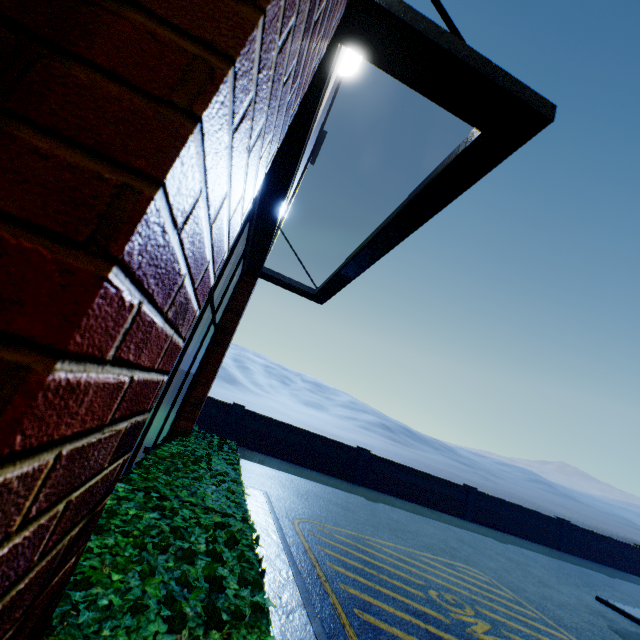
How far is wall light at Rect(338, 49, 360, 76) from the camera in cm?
385

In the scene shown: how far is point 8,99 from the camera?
0.36m

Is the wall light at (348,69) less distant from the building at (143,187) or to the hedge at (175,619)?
the building at (143,187)

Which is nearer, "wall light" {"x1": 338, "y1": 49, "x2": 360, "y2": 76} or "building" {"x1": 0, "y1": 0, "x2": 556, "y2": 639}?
"building" {"x1": 0, "y1": 0, "x2": 556, "y2": 639}

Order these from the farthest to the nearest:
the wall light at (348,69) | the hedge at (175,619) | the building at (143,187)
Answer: the wall light at (348,69)
the hedge at (175,619)
the building at (143,187)

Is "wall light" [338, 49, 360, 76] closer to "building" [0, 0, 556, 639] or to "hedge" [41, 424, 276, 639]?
"building" [0, 0, 556, 639]

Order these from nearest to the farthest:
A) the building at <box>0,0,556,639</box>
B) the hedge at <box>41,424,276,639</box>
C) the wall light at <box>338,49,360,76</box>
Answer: the building at <box>0,0,556,639</box> < the hedge at <box>41,424,276,639</box> < the wall light at <box>338,49,360,76</box>

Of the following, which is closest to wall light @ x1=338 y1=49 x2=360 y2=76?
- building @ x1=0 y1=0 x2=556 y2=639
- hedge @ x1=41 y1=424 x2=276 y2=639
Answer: building @ x1=0 y1=0 x2=556 y2=639
